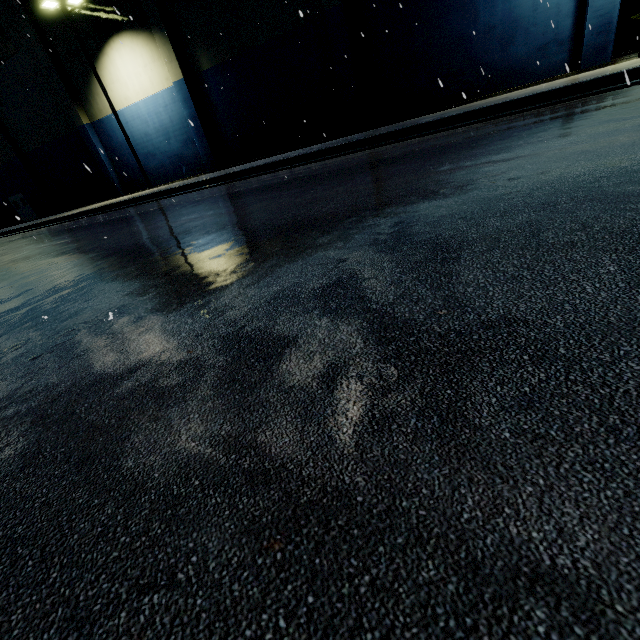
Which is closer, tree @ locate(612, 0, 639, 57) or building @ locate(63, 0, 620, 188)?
building @ locate(63, 0, 620, 188)

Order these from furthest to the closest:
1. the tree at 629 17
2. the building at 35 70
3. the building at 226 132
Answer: the building at 35 70
the tree at 629 17
the building at 226 132

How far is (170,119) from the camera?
21.0m

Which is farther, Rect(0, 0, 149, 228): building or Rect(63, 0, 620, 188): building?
Rect(0, 0, 149, 228): building

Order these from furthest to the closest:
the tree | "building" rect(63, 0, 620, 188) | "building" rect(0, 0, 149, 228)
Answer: "building" rect(0, 0, 149, 228)
the tree
"building" rect(63, 0, 620, 188)

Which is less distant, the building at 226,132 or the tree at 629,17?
the building at 226,132
